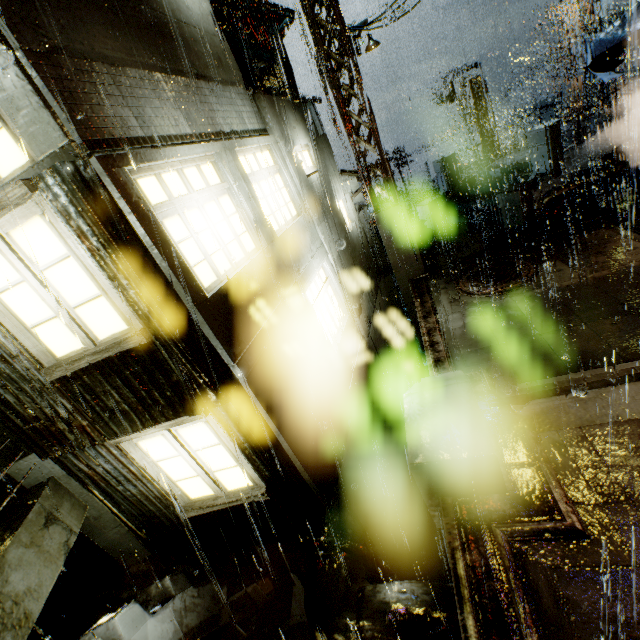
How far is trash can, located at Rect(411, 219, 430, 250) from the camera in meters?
14.6 m

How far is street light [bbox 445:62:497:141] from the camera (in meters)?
22.47

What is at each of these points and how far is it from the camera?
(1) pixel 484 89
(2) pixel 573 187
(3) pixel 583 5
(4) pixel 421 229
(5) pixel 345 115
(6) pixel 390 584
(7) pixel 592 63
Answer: (1) street light, 23.0m
(2) pipe, 10.5m
(3) building, 20.6m
(4) trash can, 14.6m
(5) support beam, 10.6m
(6) building, 5.6m
(7) cloth, 11.1m

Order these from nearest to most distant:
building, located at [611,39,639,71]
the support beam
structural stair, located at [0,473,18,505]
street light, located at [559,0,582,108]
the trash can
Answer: structural stair, located at [0,473,18,505]
the support beam
the trash can
street light, located at [559,0,582,108]
building, located at [611,39,639,71]

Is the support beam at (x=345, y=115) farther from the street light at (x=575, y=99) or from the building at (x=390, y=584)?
the street light at (x=575, y=99)

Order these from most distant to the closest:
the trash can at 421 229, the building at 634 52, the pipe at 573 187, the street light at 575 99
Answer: the building at 634 52 < the street light at 575 99 < the trash can at 421 229 < the pipe at 573 187

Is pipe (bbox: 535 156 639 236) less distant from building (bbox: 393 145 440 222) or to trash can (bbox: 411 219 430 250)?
building (bbox: 393 145 440 222)

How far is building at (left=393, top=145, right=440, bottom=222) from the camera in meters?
21.1 m
